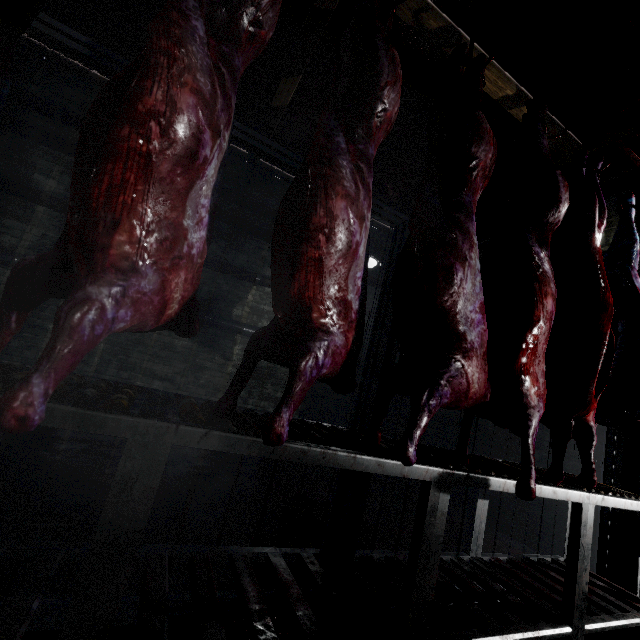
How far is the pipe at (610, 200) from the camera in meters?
3.1

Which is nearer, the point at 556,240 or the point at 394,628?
the point at 394,628

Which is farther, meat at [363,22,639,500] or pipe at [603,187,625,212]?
pipe at [603,187,625,212]

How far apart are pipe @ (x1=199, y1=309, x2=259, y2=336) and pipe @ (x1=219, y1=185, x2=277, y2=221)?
1.71m

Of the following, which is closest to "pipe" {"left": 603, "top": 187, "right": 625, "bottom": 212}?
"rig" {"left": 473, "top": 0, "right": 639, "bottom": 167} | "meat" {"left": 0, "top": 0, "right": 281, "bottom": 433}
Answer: "rig" {"left": 473, "top": 0, "right": 639, "bottom": 167}

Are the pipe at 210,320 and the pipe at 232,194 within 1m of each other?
no

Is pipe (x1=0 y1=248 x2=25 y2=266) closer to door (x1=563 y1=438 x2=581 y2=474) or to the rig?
door (x1=563 y1=438 x2=581 y2=474)

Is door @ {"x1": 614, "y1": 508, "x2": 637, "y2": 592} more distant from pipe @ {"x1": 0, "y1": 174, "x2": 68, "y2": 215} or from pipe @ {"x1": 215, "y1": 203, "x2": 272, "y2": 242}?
pipe @ {"x1": 215, "y1": 203, "x2": 272, "y2": 242}
